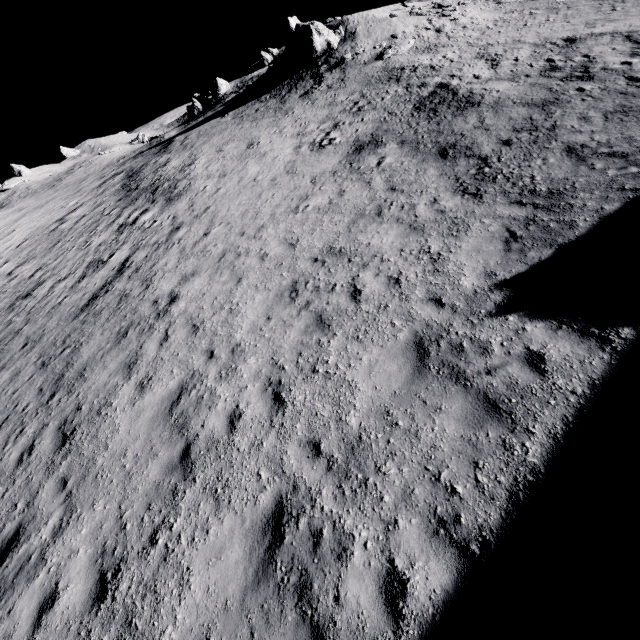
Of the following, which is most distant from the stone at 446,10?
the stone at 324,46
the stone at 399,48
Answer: the stone at 324,46

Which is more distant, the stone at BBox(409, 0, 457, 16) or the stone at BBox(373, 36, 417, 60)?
the stone at BBox(409, 0, 457, 16)

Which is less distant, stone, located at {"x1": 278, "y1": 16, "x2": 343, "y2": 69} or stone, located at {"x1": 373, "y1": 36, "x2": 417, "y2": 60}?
stone, located at {"x1": 373, "y1": 36, "x2": 417, "y2": 60}

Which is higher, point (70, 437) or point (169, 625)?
point (70, 437)

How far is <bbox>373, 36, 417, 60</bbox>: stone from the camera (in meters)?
22.69

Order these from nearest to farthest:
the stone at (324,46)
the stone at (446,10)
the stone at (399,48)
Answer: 1. the stone at (399,48)
2. the stone at (446,10)
3. the stone at (324,46)

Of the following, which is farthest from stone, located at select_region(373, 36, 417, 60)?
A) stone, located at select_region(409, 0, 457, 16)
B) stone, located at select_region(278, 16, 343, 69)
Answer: stone, located at select_region(278, 16, 343, 69)

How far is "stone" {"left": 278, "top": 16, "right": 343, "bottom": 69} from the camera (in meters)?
26.72
